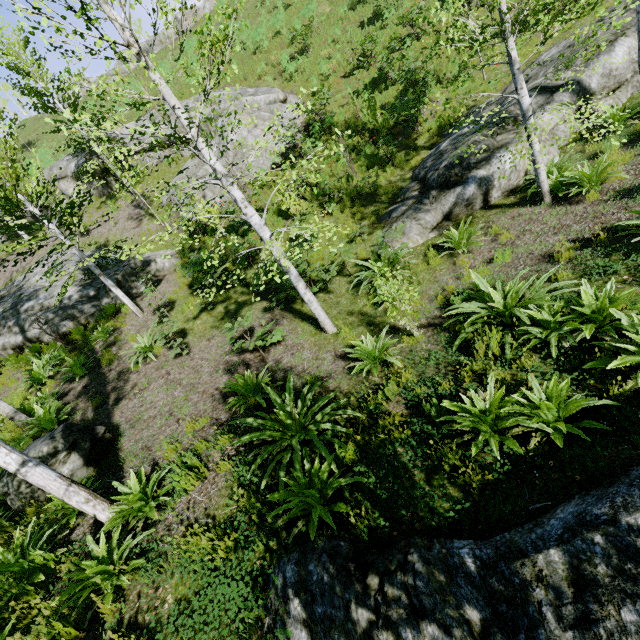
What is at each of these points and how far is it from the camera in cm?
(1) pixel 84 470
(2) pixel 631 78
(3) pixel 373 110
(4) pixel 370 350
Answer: (1) rock, 606
(2) rock, 826
(3) instancedfoliageactor, 1342
(4) instancedfoliageactor, 595

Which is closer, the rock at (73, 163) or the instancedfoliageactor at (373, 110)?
the instancedfoliageactor at (373, 110)

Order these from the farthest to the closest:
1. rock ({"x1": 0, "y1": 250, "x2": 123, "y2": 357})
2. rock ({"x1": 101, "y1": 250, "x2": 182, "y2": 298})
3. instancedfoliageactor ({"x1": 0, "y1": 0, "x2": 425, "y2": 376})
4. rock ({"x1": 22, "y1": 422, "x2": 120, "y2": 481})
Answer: rock ({"x1": 101, "y1": 250, "x2": 182, "y2": 298}) → rock ({"x1": 0, "y1": 250, "x2": 123, "y2": 357}) → rock ({"x1": 22, "y1": 422, "x2": 120, "y2": 481}) → instancedfoliageactor ({"x1": 0, "y1": 0, "x2": 425, "y2": 376})

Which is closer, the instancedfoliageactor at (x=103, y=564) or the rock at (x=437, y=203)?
the instancedfoliageactor at (x=103, y=564)

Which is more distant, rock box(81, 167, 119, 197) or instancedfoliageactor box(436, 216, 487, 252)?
rock box(81, 167, 119, 197)

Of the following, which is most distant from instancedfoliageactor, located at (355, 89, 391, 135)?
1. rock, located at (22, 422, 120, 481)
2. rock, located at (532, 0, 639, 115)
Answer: rock, located at (532, 0, 639, 115)

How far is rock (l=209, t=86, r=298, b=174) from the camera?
16.7 meters

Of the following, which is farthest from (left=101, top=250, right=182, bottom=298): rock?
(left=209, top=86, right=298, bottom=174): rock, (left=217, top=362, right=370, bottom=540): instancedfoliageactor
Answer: (left=217, top=362, right=370, bottom=540): instancedfoliageactor
